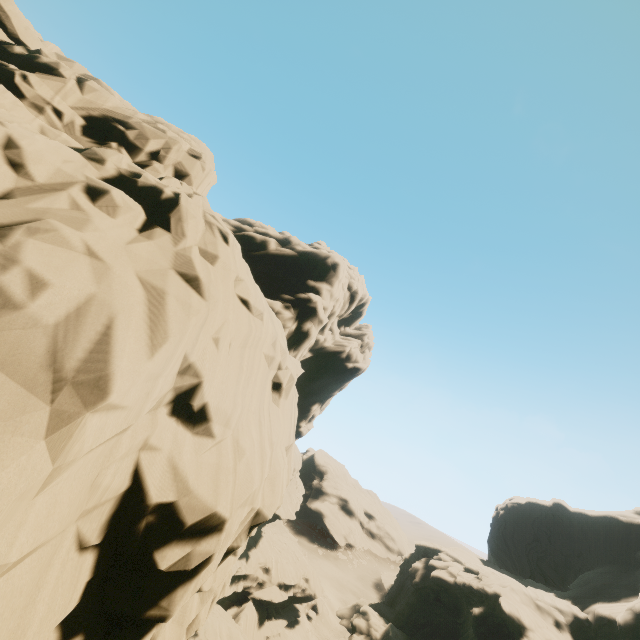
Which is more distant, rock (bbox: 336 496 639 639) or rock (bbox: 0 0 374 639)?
rock (bbox: 336 496 639 639)

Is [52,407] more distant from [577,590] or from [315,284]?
[577,590]

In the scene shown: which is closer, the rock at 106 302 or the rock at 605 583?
the rock at 106 302
